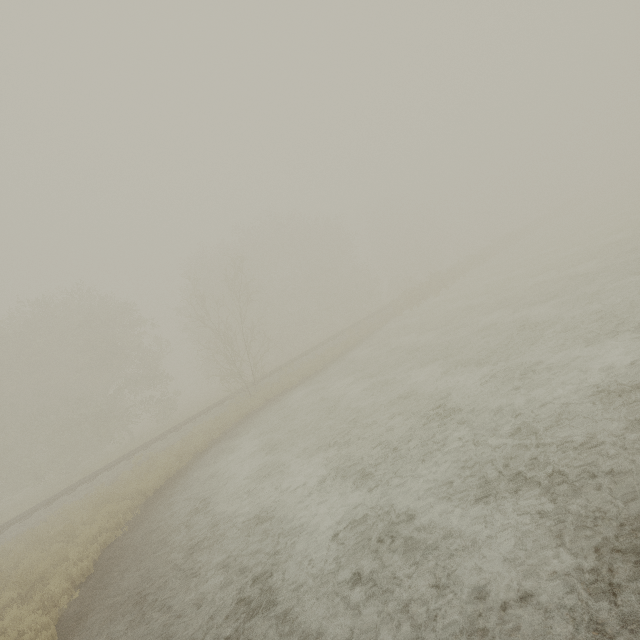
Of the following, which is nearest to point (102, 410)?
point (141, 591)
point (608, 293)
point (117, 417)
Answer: point (117, 417)
